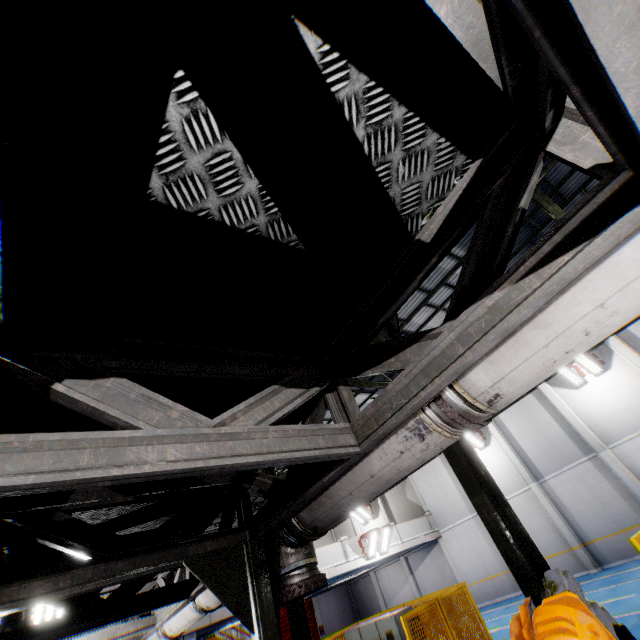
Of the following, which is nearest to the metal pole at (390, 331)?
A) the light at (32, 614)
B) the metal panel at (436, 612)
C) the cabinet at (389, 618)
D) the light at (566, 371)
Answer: the metal panel at (436, 612)

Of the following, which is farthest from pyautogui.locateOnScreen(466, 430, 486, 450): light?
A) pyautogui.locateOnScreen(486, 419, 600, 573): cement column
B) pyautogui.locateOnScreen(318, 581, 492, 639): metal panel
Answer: pyautogui.locateOnScreen(318, 581, 492, 639): metal panel

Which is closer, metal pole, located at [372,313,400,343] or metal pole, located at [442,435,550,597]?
metal pole, located at [442,435,550,597]

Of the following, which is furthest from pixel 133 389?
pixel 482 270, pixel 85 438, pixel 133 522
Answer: pixel 133 522

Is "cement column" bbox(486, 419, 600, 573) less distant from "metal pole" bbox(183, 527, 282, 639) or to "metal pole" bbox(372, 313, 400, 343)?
"metal pole" bbox(372, 313, 400, 343)

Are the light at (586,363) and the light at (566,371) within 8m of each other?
yes

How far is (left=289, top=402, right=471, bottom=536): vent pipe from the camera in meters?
2.0

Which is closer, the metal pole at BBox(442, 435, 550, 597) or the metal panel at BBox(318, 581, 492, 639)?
the metal pole at BBox(442, 435, 550, 597)
